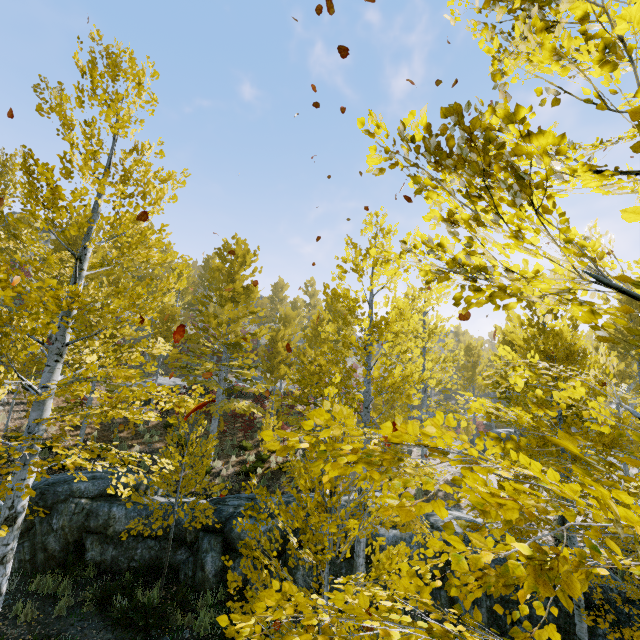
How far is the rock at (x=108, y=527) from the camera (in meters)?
8.62

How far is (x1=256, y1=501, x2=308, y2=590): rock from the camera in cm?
851

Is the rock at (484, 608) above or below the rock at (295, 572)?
above

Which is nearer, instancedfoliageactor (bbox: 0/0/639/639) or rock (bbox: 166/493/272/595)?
instancedfoliageactor (bbox: 0/0/639/639)

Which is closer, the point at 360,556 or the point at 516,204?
the point at 516,204

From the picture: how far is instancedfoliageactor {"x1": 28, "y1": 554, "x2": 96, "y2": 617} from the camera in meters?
7.5

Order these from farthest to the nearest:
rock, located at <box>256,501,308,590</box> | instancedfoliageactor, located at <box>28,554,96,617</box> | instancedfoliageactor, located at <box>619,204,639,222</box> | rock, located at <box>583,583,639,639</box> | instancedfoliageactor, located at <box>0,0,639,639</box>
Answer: rock, located at <box>256,501,308,590</box> < instancedfoliageactor, located at <box>28,554,96,617</box> < rock, located at <box>583,583,639,639</box> < instancedfoliageactor, located at <box>0,0,639,639</box> < instancedfoliageactor, located at <box>619,204,639,222</box>
